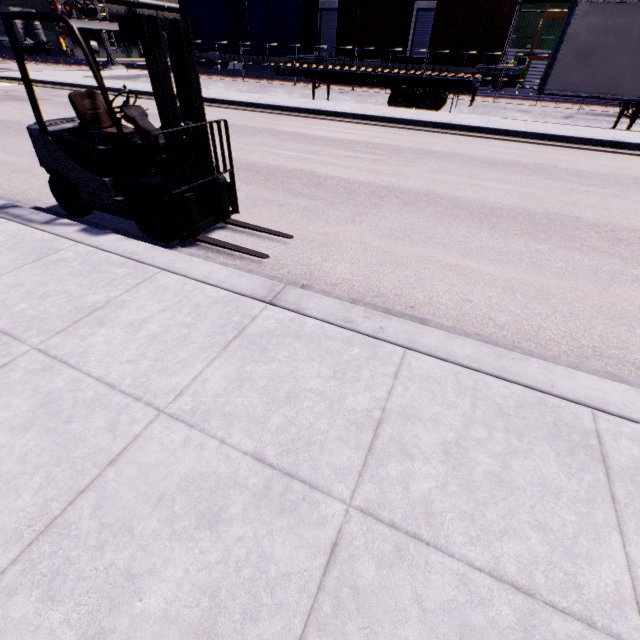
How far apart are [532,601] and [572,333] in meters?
2.6 m

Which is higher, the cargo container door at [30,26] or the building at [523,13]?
the building at [523,13]

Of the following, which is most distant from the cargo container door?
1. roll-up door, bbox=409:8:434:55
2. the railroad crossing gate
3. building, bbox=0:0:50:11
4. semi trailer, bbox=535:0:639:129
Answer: roll-up door, bbox=409:8:434:55

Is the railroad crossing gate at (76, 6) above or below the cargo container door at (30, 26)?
above

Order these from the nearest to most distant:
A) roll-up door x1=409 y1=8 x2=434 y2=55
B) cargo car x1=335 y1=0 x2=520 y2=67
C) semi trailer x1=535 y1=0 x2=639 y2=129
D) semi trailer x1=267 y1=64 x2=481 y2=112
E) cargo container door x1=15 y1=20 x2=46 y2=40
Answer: semi trailer x1=535 y1=0 x2=639 y2=129
semi trailer x1=267 y1=64 x2=481 y2=112
cargo car x1=335 y1=0 x2=520 y2=67
roll-up door x1=409 y1=8 x2=434 y2=55
cargo container door x1=15 y1=20 x2=46 y2=40

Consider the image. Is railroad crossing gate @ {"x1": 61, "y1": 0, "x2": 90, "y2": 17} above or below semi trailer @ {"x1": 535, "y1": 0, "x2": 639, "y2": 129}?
above

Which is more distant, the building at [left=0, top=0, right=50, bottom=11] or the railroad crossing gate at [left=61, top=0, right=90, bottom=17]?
the building at [left=0, top=0, right=50, bottom=11]

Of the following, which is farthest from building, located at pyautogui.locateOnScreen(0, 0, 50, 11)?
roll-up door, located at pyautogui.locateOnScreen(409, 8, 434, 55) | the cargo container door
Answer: the cargo container door
